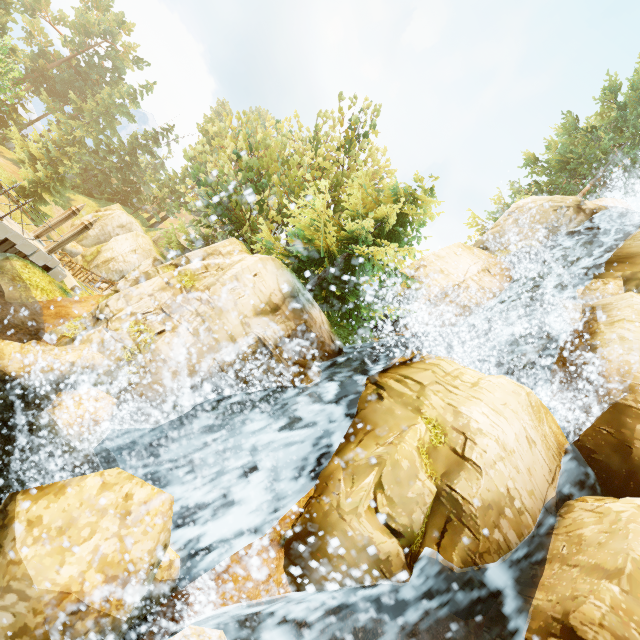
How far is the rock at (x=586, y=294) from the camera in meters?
15.0 m

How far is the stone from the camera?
15.31m

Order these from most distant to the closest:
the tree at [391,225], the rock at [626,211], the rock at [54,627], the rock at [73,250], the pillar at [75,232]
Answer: the rock at [73,250]
the rock at [626,211]
the pillar at [75,232]
the tree at [391,225]
the rock at [54,627]

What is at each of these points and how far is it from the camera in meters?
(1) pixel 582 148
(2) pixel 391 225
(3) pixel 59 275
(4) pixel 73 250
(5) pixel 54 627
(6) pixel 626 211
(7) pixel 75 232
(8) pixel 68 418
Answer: (1) tree, 27.8
(2) tree, 15.9
(3) stone, 15.5
(4) rock, 34.3
(5) rock, 4.4
(6) rock, 20.9
(7) pillar, 15.1
(8) rock, 7.5

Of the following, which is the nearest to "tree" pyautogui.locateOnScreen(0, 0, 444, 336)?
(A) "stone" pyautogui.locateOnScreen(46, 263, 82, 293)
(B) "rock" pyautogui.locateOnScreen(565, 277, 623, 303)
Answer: (B) "rock" pyautogui.locateOnScreen(565, 277, 623, 303)

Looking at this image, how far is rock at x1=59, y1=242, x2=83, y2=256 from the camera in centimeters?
3378cm

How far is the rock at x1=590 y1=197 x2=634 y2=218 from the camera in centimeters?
2091cm

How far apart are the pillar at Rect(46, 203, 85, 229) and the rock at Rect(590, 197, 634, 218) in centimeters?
3093cm
